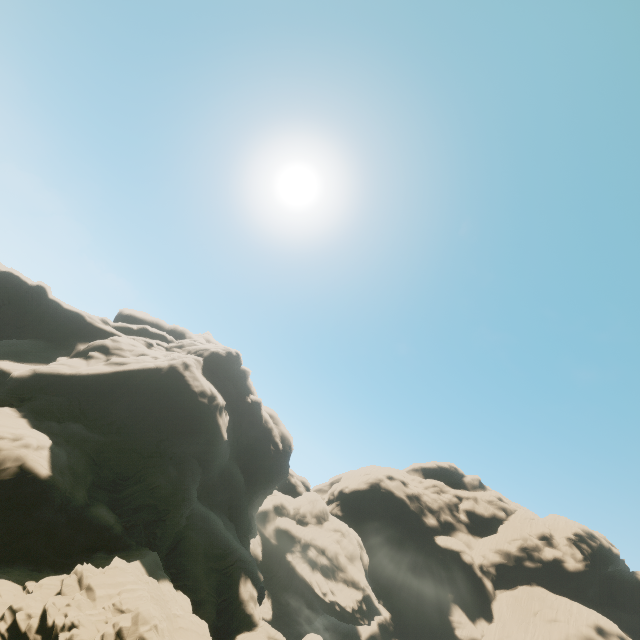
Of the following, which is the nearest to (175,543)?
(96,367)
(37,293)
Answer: (96,367)
